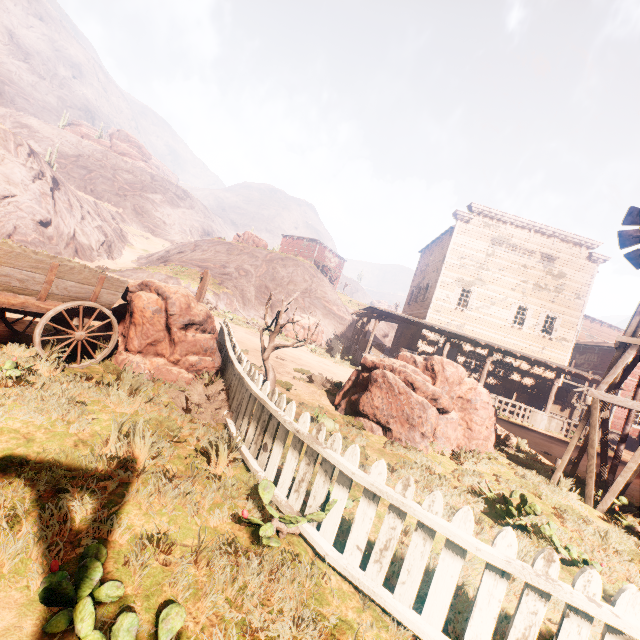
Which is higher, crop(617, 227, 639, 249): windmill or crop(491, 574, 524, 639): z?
crop(617, 227, 639, 249): windmill

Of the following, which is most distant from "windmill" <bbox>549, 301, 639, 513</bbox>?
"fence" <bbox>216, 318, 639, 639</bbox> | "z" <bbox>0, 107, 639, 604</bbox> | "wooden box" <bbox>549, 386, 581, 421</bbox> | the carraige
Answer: "wooden box" <bbox>549, 386, 581, 421</bbox>

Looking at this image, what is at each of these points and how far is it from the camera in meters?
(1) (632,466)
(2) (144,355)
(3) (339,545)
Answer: (1) windmill, 6.6
(2) instancedfoliageactor, 6.0
(3) z, 3.1

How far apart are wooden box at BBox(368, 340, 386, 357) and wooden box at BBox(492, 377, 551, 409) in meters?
7.6

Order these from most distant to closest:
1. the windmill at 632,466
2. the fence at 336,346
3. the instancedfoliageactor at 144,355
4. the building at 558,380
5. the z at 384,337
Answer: the z at 384,337 → the fence at 336,346 → the building at 558,380 → the windmill at 632,466 → the instancedfoliageactor at 144,355

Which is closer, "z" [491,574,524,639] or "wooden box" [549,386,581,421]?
"z" [491,574,524,639]

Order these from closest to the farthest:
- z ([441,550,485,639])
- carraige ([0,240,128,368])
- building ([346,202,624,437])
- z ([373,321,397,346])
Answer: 1. z ([441,550,485,639])
2. carraige ([0,240,128,368])
3. building ([346,202,624,437])
4. z ([373,321,397,346])

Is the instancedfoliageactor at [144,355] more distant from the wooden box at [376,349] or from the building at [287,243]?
the wooden box at [376,349]
